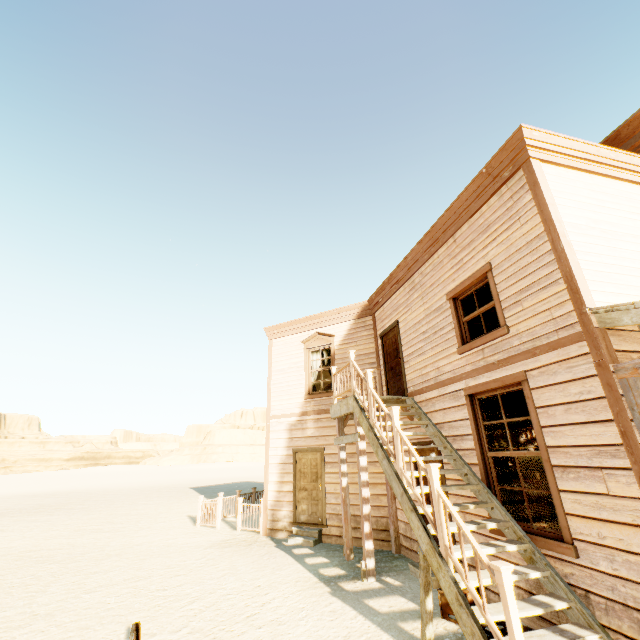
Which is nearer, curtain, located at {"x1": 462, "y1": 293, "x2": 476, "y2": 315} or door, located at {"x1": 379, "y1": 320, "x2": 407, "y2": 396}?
curtain, located at {"x1": 462, "y1": 293, "x2": 476, "y2": 315}

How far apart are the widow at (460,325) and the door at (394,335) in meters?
2.2

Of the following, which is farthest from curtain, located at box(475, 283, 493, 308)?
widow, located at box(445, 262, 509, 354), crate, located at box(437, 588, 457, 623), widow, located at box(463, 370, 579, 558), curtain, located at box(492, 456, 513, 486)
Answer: crate, located at box(437, 588, 457, 623)

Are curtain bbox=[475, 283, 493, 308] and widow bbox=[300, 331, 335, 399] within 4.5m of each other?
no

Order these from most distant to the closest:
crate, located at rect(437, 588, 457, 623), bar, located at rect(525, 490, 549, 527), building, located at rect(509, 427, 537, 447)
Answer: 1. building, located at rect(509, 427, 537, 447)
2. bar, located at rect(525, 490, 549, 527)
3. crate, located at rect(437, 588, 457, 623)

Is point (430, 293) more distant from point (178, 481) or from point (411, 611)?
point (178, 481)

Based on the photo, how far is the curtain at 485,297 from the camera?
6.02m

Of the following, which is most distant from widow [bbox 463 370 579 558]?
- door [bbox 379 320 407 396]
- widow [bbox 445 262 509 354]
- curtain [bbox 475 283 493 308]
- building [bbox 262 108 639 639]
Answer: door [bbox 379 320 407 396]
